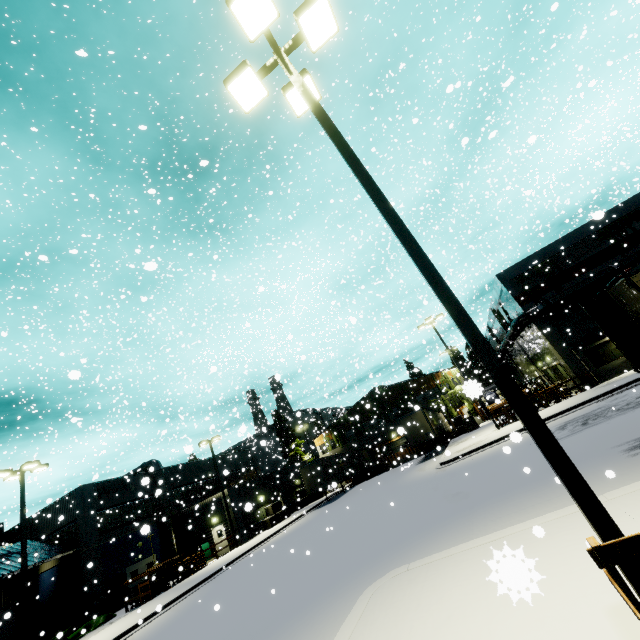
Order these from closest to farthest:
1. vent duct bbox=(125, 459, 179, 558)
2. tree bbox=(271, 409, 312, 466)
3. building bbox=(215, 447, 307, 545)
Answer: building bbox=(215, 447, 307, 545) < vent duct bbox=(125, 459, 179, 558) < tree bbox=(271, 409, 312, 466)

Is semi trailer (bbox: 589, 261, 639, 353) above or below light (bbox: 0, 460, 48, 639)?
below

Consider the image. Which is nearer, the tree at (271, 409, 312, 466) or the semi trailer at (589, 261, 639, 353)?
the semi trailer at (589, 261, 639, 353)

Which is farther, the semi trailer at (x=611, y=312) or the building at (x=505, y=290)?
the building at (x=505, y=290)

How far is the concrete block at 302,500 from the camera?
37.72m

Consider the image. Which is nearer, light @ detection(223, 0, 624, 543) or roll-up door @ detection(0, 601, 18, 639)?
light @ detection(223, 0, 624, 543)

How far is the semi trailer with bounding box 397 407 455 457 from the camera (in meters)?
29.52

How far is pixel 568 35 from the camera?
39.6m
